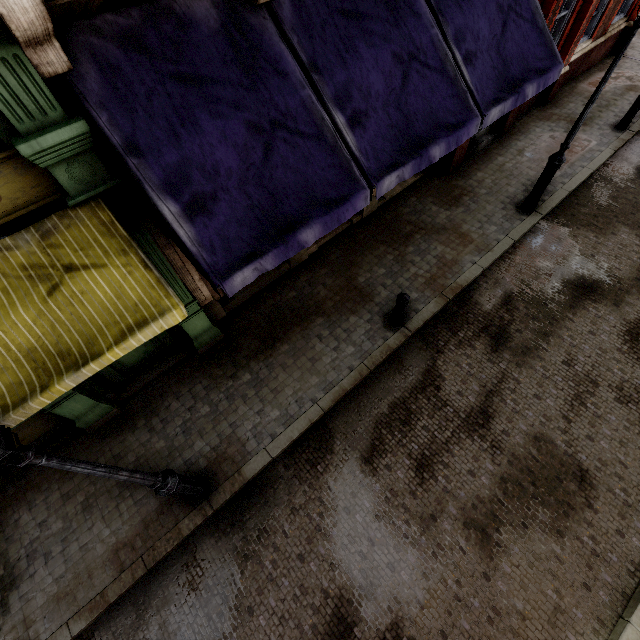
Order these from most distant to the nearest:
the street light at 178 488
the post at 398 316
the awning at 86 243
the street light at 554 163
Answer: the post at 398 316 < the street light at 554 163 < the awning at 86 243 < the street light at 178 488

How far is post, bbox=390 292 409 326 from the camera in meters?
6.2 m

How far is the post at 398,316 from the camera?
6.23m

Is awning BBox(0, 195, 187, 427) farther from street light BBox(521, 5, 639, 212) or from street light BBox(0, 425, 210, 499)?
street light BBox(521, 5, 639, 212)

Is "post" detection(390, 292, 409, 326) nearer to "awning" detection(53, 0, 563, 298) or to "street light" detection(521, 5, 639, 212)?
"awning" detection(53, 0, 563, 298)

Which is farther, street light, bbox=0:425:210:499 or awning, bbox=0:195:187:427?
awning, bbox=0:195:187:427

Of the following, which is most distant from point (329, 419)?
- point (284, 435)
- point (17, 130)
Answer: point (17, 130)

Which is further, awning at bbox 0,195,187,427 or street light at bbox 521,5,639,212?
street light at bbox 521,5,639,212
